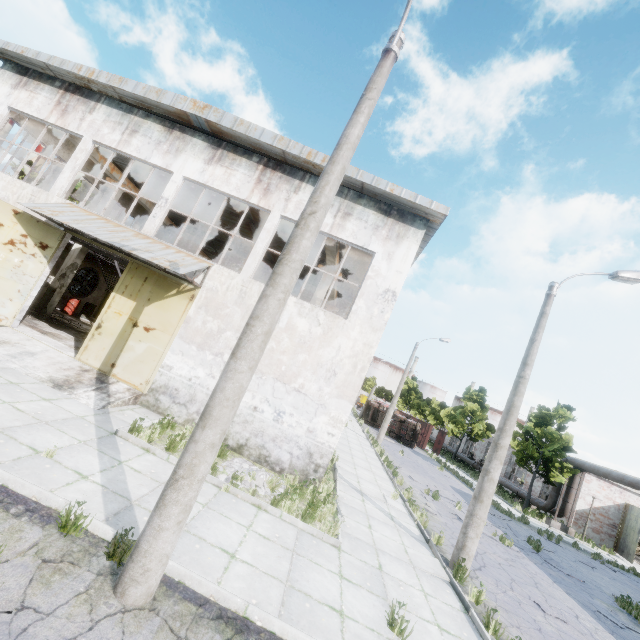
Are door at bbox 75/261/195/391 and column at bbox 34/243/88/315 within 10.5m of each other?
yes

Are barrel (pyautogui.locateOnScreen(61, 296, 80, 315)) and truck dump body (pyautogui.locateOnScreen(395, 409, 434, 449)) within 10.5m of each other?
no

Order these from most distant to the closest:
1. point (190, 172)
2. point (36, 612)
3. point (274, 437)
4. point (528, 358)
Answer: point (190, 172), point (274, 437), point (528, 358), point (36, 612)

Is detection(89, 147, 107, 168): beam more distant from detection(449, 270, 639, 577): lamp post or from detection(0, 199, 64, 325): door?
detection(449, 270, 639, 577): lamp post

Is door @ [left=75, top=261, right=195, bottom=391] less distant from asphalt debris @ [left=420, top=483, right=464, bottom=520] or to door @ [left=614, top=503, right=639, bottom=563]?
asphalt debris @ [left=420, top=483, right=464, bottom=520]

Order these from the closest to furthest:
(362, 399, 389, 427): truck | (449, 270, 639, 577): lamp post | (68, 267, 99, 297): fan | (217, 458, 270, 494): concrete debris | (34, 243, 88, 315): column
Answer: (217, 458, 270, 494): concrete debris < (449, 270, 639, 577): lamp post < (34, 243, 88, 315): column < (68, 267, 99, 297): fan < (362, 399, 389, 427): truck

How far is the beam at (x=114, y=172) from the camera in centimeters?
1606cm

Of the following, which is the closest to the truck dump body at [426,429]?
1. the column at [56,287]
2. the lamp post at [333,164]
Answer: the column at [56,287]
